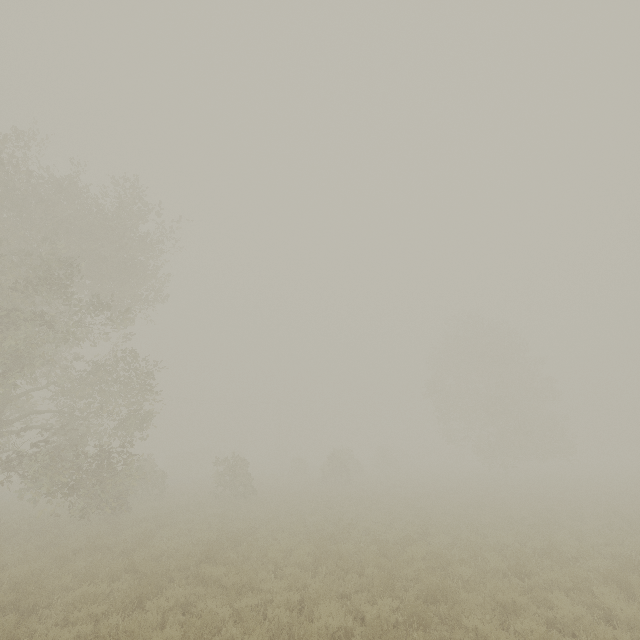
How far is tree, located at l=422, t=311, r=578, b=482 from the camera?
32.8 meters

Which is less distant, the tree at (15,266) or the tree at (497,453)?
the tree at (15,266)

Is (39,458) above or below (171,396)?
below

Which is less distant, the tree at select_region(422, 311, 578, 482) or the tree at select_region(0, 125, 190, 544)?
the tree at select_region(0, 125, 190, 544)

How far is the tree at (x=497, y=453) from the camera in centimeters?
3275cm
